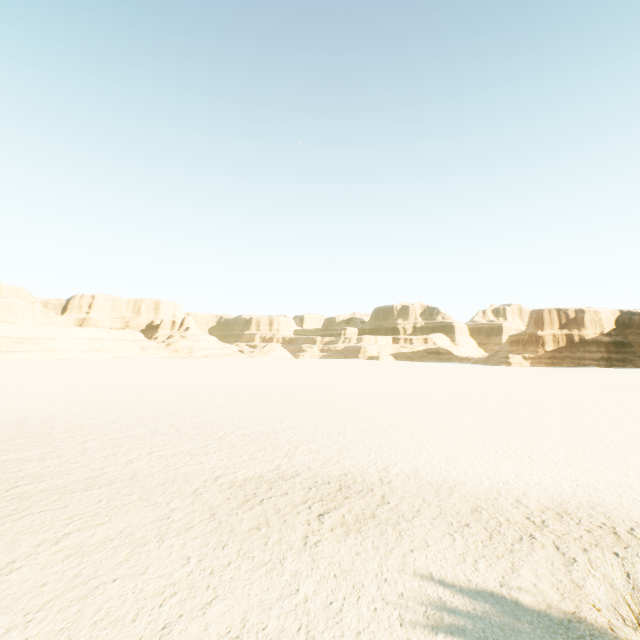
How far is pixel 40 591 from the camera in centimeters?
500cm
